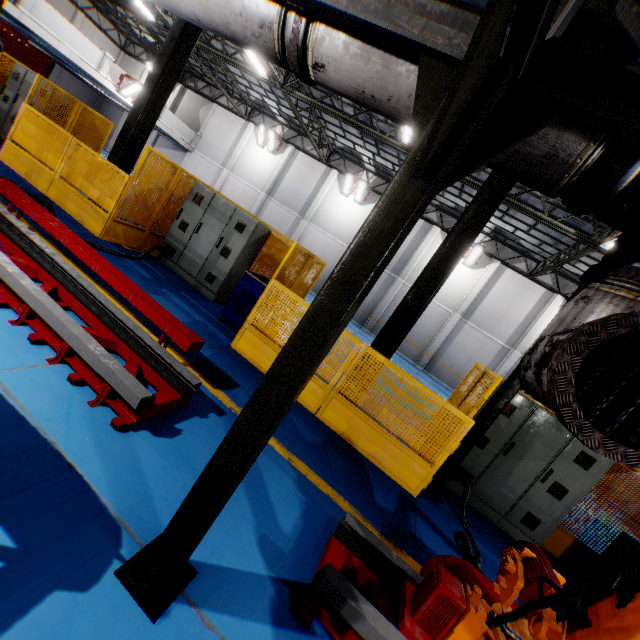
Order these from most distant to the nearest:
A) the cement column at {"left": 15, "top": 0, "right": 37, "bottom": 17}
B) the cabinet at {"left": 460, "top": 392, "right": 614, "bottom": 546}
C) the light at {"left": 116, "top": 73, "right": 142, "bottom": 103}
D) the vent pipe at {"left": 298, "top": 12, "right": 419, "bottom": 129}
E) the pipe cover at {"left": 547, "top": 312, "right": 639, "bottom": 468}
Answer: the light at {"left": 116, "top": 73, "right": 142, "bottom": 103} < the cement column at {"left": 15, "top": 0, "right": 37, "bottom": 17} < the cabinet at {"left": 460, "top": 392, "right": 614, "bottom": 546} < the vent pipe at {"left": 298, "top": 12, "right": 419, "bottom": 129} < the pipe cover at {"left": 547, "top": 312, "right": 639, "bottom": 468}

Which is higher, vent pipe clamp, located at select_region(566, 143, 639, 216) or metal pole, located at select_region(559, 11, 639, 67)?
metal pole, located at select_region(559, 11, 639, 67)

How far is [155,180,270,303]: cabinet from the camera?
7.44m

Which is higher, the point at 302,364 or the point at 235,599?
the point at 302,364

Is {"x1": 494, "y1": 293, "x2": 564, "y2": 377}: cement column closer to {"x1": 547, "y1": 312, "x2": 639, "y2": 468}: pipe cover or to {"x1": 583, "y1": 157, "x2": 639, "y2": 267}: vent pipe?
{"x1": 583, "y1": 157, "x2": 639, "y2": 267}: vent pipe

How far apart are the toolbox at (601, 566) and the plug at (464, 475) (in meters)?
2.19

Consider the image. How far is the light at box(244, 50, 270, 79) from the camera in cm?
1322

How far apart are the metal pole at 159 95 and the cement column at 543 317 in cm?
1965
